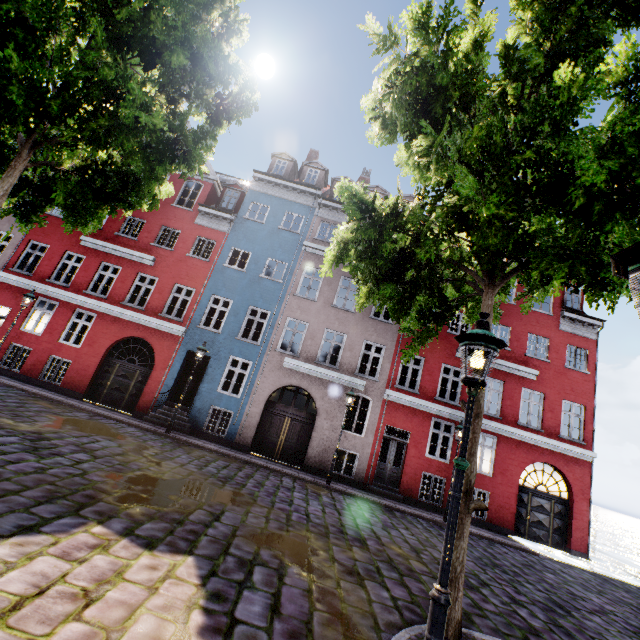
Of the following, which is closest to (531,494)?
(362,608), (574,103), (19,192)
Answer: (362,608)

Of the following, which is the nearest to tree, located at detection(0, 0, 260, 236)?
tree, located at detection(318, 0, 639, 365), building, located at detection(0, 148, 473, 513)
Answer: building, located at detection(0, 148, 473, 513)

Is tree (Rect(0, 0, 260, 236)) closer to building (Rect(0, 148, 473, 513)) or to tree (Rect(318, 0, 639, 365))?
building (Rect(0, 148, 473, 513))

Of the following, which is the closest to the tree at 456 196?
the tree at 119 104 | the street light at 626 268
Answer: the street light at 626 268

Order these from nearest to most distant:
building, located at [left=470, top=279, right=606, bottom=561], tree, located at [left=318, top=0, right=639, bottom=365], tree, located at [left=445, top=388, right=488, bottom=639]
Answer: tree, located at [left=318, top=0, right=639, bottom=365]
tree, located at [left=445, top=388, right=488, bottom=639]
building, located at [left=470, top=279, right=606, bottom=561]

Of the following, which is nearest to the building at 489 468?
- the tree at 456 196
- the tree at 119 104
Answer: the tree at 456 196

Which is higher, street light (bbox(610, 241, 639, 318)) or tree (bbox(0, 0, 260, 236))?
tree (bbox(0, 0, 260, 236))

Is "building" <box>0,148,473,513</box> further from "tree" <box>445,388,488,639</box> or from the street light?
the street light
